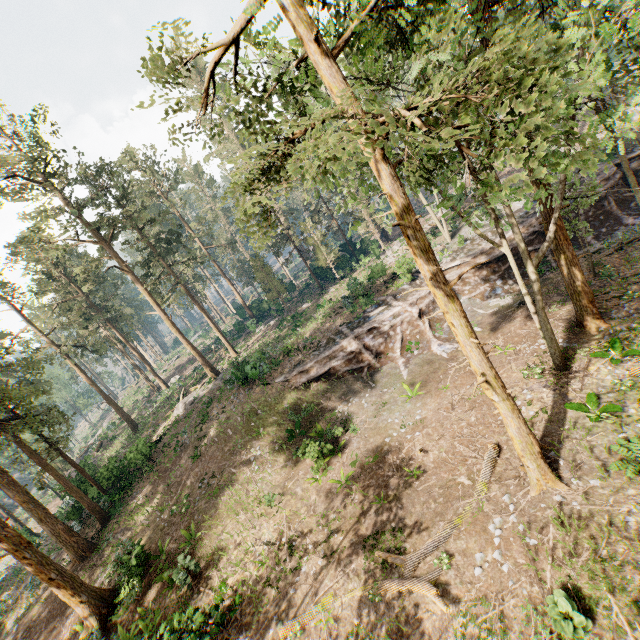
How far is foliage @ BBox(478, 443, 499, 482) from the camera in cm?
1289

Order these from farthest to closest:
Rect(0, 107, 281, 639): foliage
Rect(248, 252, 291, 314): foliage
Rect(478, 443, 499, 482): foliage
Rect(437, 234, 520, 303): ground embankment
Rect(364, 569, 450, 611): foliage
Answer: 1. Rect(248, 252, 291, 314): foliage
2. Rect(437, 234, 520, 303): ground embankment
3. Rect(0, 107, 281, 639): foliage
4. Rect(478, 443, 499, 482): foliage
5. Rect(364, 569, 450, 611): foliage

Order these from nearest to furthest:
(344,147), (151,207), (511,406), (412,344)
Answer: (344,147) → (511,406) → (412,344) → (151,207)

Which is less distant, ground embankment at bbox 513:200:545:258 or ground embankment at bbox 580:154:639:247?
ground embankment at bbox 580:154:639:247

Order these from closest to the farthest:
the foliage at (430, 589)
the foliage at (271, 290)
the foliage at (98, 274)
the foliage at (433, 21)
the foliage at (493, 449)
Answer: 1. the foliage at (433, 21)
2. the foliage at (430, 589)
3. the foliage at (493, 449)
4. the foliage at (98, 274)
5. the foliage at (271, 290)

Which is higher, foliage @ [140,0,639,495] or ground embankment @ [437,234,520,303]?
foliage @ [140,0,639,495]

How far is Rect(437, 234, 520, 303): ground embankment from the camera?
24.70m

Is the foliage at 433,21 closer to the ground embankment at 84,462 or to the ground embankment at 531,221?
the ground embankment at 84,462
